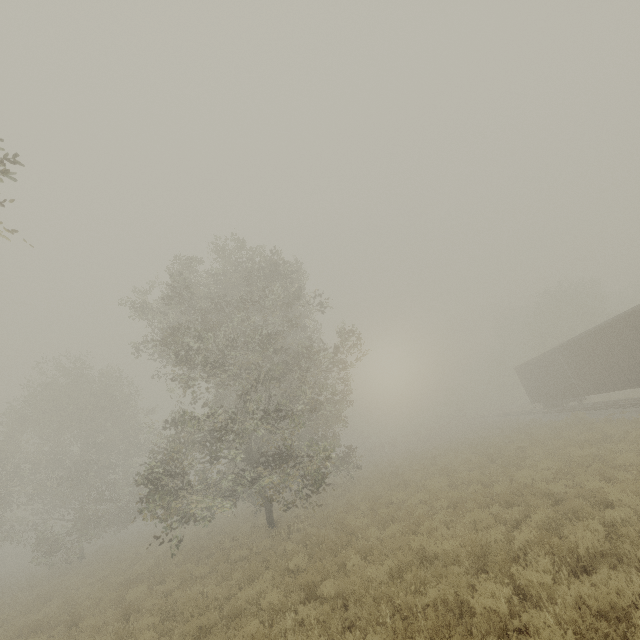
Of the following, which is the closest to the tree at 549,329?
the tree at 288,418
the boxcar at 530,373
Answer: the tree at 288,418

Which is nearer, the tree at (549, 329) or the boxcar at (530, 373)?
the boxcar at (530, 373)

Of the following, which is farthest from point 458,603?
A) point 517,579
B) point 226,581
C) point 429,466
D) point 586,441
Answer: point 429,466

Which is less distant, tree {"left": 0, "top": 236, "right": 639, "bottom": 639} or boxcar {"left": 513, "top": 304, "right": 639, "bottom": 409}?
tree {"left": 0, "top": 236, "right": 639, "bottom": 639}

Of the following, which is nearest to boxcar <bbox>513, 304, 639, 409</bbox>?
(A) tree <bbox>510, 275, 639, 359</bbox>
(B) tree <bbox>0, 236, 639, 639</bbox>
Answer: (A) tree <bbox>510, 275, 639, 359</bbox>

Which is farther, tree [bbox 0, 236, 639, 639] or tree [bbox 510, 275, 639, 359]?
tree [bbox 510, 275, 639, 359]

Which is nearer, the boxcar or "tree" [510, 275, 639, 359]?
the boxcar

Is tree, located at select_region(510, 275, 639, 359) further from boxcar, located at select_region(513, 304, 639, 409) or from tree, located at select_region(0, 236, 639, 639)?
boxcar, located at select_region(513, 304, 639, 409)
